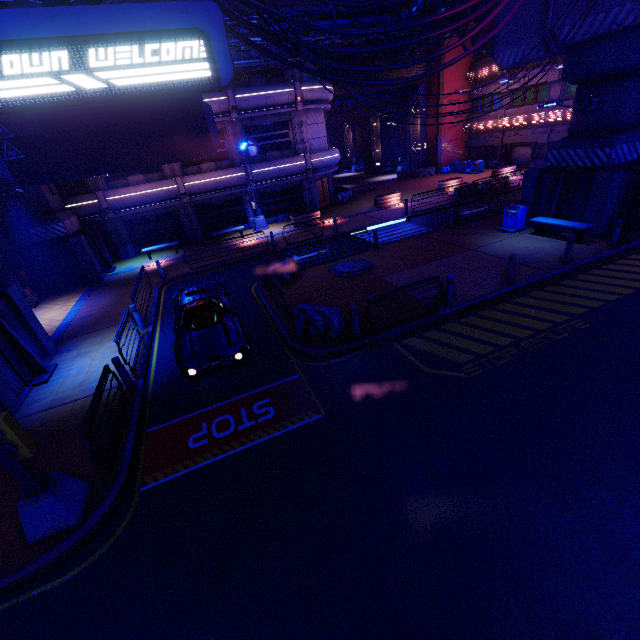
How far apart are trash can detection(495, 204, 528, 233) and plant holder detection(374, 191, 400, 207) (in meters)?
10.71

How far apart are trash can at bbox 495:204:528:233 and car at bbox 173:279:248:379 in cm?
1404

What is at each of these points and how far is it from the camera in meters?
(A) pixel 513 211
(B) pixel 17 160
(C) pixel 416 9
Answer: (A) trash can, 16.2 m
(B) sign, 3.9 m
(C) pipe, 17.5 m

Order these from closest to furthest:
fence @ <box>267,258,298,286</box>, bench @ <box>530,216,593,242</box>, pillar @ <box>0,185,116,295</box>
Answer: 1. bench @ <box>530,216,593,242</box>
2. fence @ <box>267,258,298,286</box>
3. pillar @ <box>0,185,116,295</box>

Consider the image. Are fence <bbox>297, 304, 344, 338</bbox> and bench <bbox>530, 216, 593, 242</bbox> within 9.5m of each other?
no

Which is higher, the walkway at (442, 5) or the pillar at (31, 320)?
the walkway at (442, 5)

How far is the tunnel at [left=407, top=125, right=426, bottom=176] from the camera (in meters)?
37.31

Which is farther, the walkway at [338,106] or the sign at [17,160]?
the walkway at [338,106]
